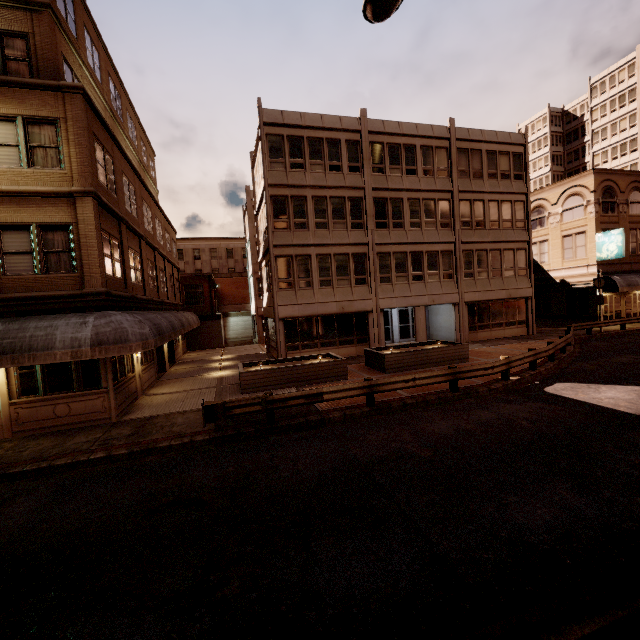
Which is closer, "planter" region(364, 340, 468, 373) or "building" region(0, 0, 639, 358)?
"building" region(0, 0, 639, 358)

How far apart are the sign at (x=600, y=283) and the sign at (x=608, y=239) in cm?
354

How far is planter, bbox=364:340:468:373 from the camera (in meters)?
16.08

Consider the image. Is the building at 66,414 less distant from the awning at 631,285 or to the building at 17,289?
the building at 17,289

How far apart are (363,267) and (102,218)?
14.83m

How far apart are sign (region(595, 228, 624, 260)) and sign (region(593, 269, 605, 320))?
3.5 meters

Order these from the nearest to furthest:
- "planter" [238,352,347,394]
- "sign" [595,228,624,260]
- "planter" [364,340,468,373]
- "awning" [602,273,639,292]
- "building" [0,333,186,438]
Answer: "building" [0,333,186,438]
"planter" [238,352,347,394]
"planter" [364,340,468,373]
"sign" [595,228,624,260]
"awning" [602,273,639,292]

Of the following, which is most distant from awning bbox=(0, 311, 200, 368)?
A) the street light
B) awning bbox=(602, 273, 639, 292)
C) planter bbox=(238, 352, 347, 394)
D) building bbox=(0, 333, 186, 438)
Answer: awning bbox=(602, 273, 639, 292)
